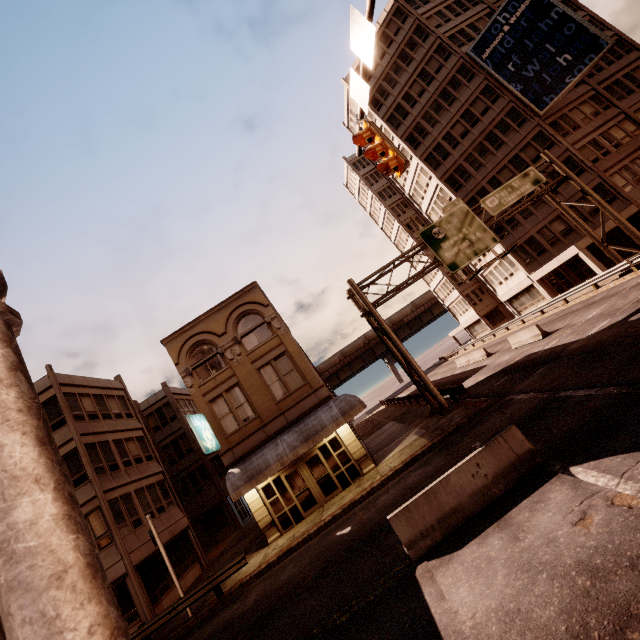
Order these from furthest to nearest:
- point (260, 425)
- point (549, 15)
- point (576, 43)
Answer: point (549, 15), point (576, 43), point (260, 425)

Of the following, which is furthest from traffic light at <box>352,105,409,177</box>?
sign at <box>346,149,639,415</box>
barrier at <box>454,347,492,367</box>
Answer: barrier at <box>454,347,492,367</box>

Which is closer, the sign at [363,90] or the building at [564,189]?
the sign at [363,90]

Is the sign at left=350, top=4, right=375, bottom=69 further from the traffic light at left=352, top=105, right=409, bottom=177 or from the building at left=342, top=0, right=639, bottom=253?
the building at left=342, top=0, right=639, bottom=253

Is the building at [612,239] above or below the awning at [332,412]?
below

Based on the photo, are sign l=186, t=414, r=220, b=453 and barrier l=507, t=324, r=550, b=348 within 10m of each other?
no

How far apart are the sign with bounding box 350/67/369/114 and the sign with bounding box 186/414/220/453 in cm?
1614

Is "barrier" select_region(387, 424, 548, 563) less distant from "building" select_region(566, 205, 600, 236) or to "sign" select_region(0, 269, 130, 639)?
"sign" select_region(0, 269, 130, 639)
